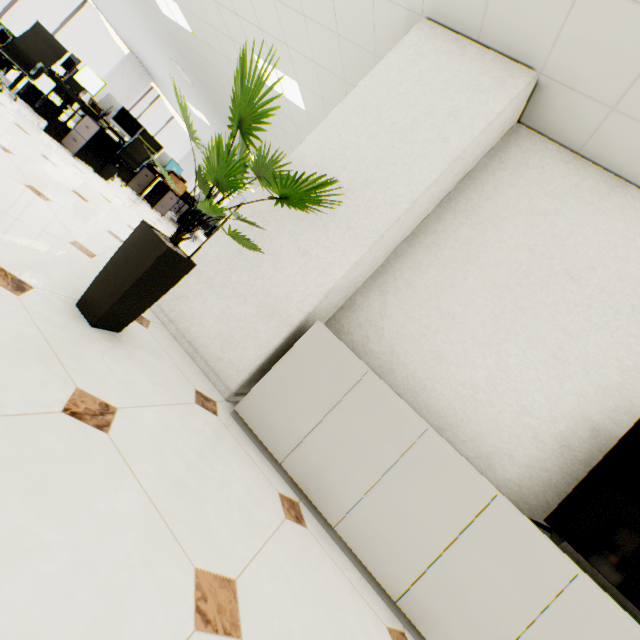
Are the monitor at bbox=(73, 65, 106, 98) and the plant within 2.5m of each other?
no

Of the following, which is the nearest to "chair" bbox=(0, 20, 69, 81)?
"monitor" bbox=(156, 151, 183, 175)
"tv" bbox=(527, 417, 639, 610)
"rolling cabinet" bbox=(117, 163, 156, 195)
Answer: "rolling cabinet" bbox=(117, 163, 156, 195)

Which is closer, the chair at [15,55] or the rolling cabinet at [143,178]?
the chair at [15,55]

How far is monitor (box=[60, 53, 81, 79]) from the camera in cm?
614

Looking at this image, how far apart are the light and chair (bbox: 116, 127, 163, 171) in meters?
2.6

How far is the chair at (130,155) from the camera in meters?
6.1

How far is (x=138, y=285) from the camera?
1.6m

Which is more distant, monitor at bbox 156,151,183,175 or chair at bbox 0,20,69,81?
monitor at bbox 156,151,183,175
